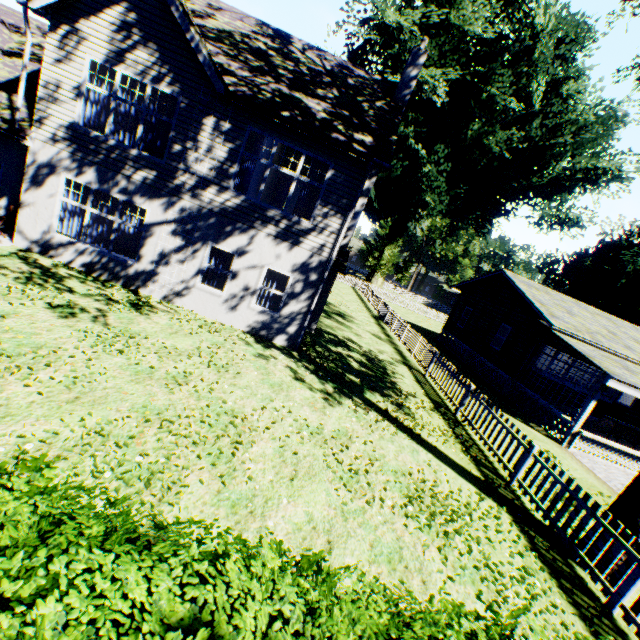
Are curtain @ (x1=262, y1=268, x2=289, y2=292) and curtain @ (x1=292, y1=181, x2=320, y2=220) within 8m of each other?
yes

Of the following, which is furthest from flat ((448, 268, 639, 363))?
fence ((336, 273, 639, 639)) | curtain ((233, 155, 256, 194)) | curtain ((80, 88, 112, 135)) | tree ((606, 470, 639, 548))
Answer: curtain ((80, 88, 112, 135))

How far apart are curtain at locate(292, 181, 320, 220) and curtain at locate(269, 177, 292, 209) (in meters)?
9.25

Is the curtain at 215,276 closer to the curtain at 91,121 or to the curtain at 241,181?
the curtain at 241,181

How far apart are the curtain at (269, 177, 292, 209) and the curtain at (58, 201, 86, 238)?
9.8 meters

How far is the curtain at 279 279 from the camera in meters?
11.4

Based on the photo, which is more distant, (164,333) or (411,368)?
(411,368)

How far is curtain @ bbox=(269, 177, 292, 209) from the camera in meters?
19.4
